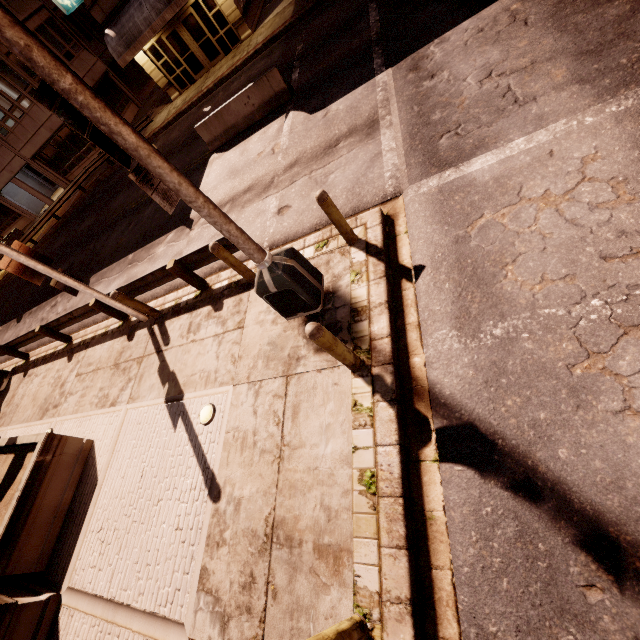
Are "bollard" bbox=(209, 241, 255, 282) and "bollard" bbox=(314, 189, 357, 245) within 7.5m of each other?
yes

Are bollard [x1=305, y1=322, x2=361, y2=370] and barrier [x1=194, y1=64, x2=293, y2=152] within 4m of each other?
no

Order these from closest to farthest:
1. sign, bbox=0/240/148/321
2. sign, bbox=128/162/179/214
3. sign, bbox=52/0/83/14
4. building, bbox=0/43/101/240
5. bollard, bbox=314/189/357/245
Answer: sign, bbox=128/162/179/214 < bollard, bbox=314/189/357/245 < sign, bbox=0/240/148/321 < sign, bbox=52/0/83/14 < building, bbox=0/43/101/240

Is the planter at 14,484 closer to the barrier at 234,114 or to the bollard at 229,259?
the bollard at 229,259

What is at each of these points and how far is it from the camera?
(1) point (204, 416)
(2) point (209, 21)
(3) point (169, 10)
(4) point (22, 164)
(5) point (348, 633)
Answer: (1) recessed light, 5.9 meters
(2) building, 17.9 meters
(3) awning, 16.2 meters
(4) building, 25.9 meters
(5) bollard, 3.1 meters

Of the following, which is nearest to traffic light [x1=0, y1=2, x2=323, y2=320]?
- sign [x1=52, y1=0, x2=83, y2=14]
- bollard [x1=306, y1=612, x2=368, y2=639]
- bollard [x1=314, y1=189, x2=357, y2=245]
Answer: bollard [x1=314, y1=189, x2=357, y2=245]

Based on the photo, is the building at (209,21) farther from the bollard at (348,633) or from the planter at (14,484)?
the bollard at (348,633)

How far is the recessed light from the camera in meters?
5.9 m
